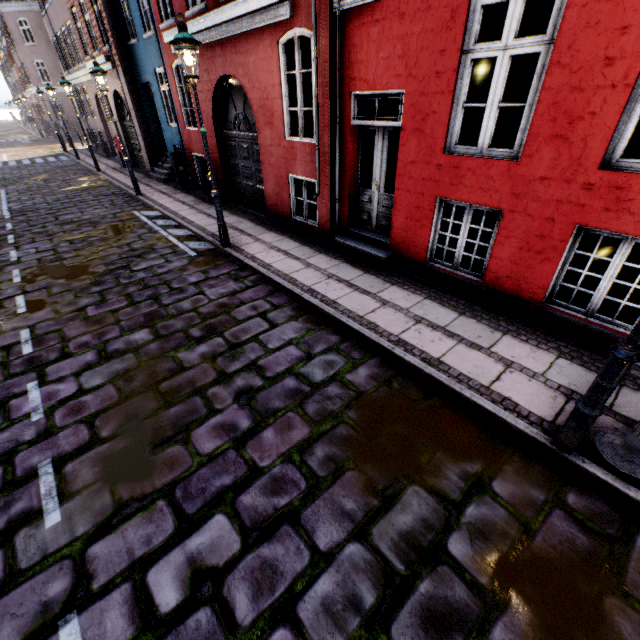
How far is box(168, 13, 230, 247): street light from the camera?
5.3m

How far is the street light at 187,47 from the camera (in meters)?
5.30

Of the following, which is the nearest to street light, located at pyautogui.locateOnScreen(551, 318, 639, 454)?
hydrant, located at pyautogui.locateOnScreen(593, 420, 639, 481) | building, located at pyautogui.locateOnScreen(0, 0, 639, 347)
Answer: hydrant, located at pyautogui.locateOnScreen(593, 420, 639, 481)

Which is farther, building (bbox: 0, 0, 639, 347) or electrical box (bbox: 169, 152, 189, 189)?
electrical box (bbox: 169, 152, 189, 189)

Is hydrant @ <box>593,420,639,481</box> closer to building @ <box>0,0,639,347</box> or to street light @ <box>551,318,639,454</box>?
street light @ <box>551,318,639,454</box>

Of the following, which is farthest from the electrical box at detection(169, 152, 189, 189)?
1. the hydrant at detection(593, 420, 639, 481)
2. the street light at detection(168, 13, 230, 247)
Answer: the hydrant at detection(593, 420, 639, 481)

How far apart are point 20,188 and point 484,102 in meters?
18.5 m

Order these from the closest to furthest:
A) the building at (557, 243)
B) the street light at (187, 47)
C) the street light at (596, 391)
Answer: the street light at (596, 391), the building at (557, 243), the street light at (187, 47)
